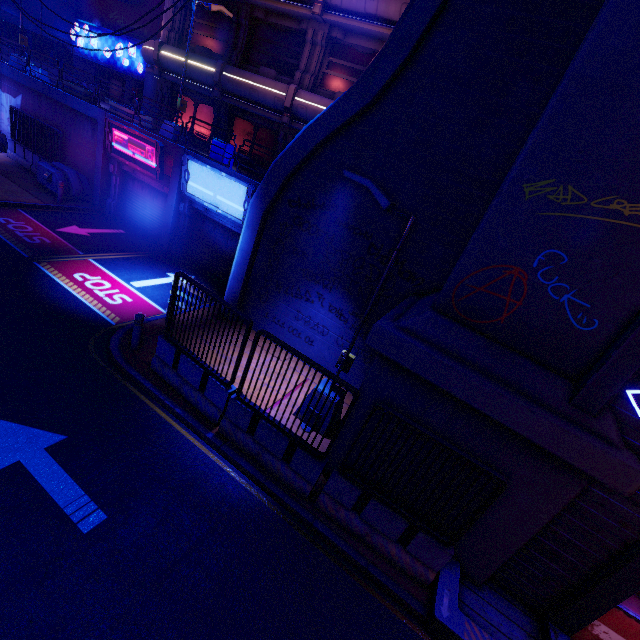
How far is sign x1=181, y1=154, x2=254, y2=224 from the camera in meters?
12.4

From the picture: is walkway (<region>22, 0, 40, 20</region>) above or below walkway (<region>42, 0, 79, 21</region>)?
below

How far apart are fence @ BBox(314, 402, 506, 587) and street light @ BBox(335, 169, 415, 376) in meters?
1.3

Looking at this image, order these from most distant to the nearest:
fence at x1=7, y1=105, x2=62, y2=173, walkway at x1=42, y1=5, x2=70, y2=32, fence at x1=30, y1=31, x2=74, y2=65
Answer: walkway at x1=42, y1=5, x2=70, y2=32, fence at x1=30, y1=31, x2=74, y2=65, fence at x1=7, y1=105, x2=62, y2=173

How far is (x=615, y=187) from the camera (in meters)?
4.50

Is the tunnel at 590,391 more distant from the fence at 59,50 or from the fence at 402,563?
the fence at 59,50

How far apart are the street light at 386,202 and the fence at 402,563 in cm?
127
